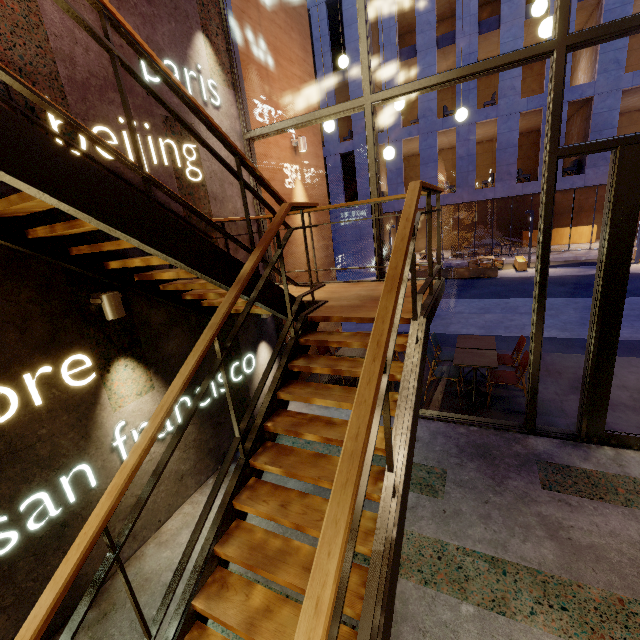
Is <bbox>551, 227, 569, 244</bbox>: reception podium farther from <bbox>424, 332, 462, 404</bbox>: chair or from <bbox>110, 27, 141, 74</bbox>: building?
<bbox>110, 27, 141, 74</bbox>: building

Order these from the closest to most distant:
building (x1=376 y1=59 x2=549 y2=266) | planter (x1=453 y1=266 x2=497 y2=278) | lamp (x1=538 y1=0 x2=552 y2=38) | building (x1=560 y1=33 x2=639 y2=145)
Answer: lamp (x1=538 y1=0 x2=552 y2=38)
building (x1=560 y1=33 x2=639 y2=145)
planter (x1=453 y1=266 x2=497 y2=278)
building (x1=376 y1=59 x2=549 y2=266)

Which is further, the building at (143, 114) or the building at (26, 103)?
the building at (143, 114)

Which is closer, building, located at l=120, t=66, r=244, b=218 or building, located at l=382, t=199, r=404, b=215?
building, located at l=120, t=66, r=244, b=218

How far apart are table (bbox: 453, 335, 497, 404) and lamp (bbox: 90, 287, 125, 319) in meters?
4.6 m

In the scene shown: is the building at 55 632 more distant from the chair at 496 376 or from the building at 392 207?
the building at 392 207

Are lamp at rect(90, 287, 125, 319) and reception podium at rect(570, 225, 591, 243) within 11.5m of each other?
no

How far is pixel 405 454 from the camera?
2.19m
